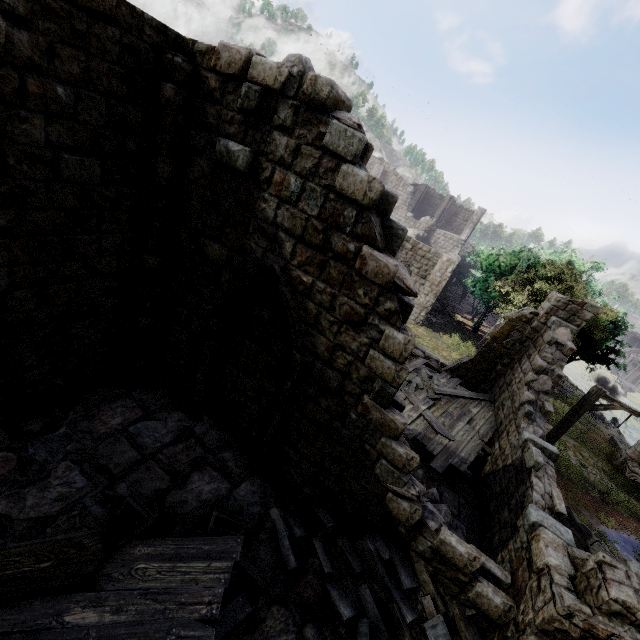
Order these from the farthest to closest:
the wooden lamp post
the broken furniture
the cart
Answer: the wooden lamp post < the cart < the broken furniture

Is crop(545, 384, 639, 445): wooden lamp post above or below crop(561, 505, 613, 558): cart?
above

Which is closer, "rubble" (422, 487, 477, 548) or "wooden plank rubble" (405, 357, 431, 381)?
"rubble" (422, 487, 477, 548)

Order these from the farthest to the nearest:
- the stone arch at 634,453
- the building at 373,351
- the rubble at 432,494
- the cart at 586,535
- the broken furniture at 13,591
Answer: the stone arch at 634,453 → the cart at 586,535 → the rubble at 432,494 → the building at 373,351 → the broken furniture at 13,591

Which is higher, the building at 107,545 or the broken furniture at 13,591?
the broken furniture at 13,591

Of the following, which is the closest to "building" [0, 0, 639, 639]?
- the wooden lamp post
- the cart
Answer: the cart

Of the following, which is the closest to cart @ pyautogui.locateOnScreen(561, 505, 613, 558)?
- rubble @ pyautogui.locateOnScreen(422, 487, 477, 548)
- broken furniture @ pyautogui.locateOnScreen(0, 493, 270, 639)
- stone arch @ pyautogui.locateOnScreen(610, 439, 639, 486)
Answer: rubble @ pyautogui.locateOnScreen(422, 487, 477, 548)

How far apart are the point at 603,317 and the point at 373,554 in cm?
2373
